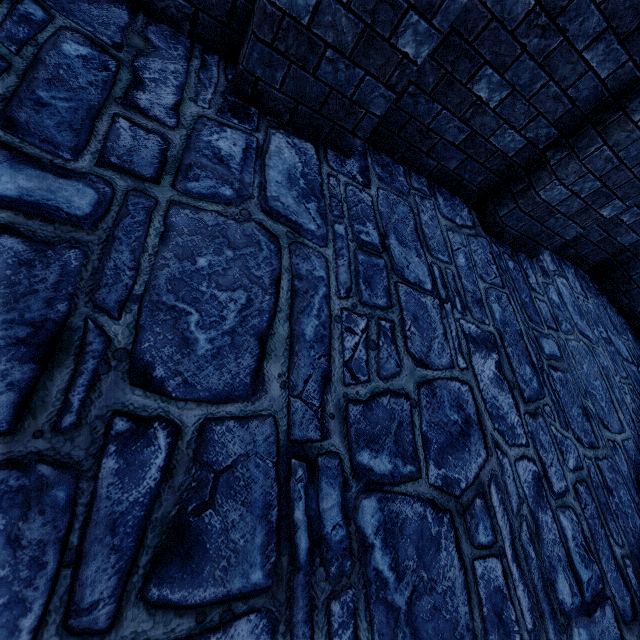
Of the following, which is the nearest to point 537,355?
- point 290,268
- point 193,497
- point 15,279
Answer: point 290,268
